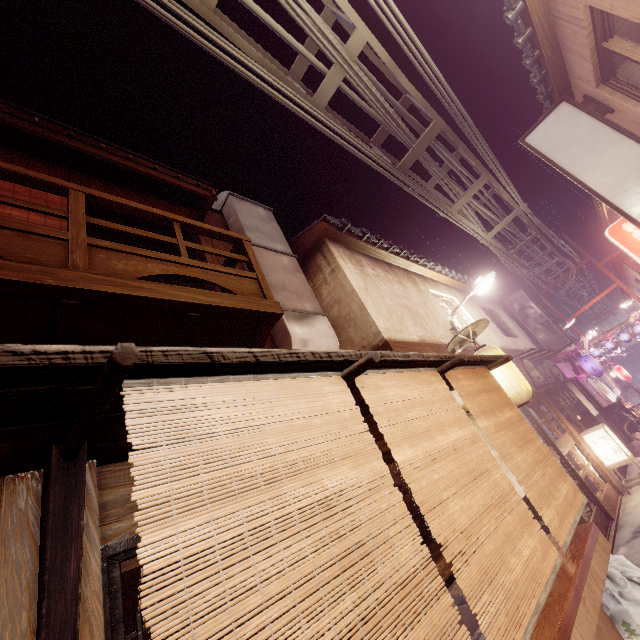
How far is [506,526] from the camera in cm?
401

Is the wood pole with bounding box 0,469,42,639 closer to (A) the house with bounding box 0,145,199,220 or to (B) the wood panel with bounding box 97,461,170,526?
(B) the wood panel with bounding box 97,461,170,526

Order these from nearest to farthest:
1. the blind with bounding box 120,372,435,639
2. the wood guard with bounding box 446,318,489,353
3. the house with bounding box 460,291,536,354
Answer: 1. the blind with bounding box 120,372,435,639
2. the wood guard with bounding box 446,318,489,353
3. the house with bounding box 460,291,536,354

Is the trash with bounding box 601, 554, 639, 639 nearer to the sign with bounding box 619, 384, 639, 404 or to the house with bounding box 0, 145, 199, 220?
the house with bounding box 0, 145, 199, 220

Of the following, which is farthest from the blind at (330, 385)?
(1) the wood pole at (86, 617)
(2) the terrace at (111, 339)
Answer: (2) the terrace at (111, 339)

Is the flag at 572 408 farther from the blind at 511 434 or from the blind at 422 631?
the blind at 422 631

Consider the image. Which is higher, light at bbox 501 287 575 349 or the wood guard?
light at bbox 501 287 575 349

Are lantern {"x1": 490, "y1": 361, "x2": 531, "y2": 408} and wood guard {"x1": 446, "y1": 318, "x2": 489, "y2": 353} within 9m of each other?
yes
